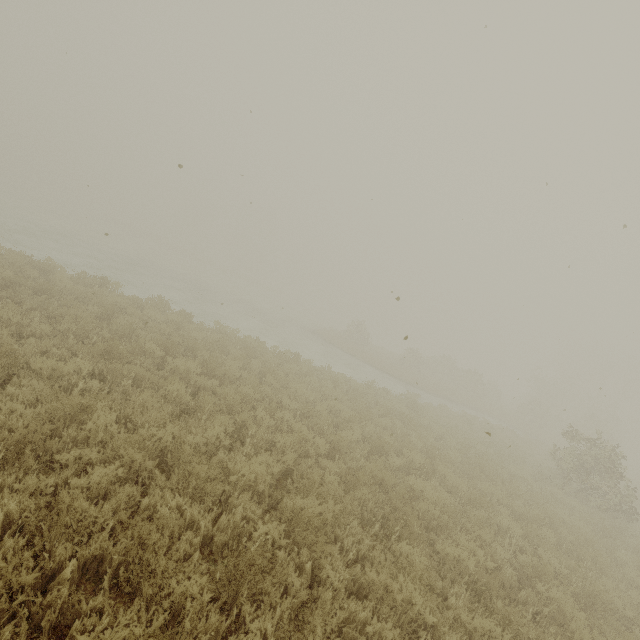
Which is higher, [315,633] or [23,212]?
[315,633]
